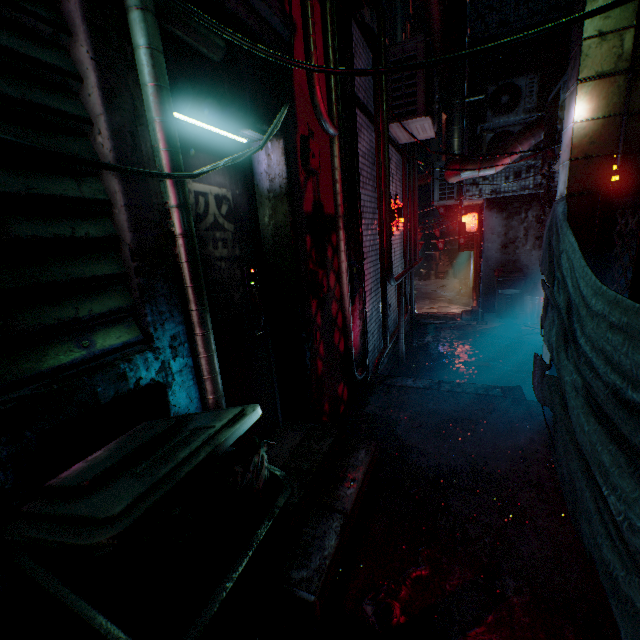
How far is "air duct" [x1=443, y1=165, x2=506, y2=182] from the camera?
5.1 meters

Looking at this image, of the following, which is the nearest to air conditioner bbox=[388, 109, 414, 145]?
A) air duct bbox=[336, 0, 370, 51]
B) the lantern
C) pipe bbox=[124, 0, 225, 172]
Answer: air duct bbox=[336, 0, 370, 51]

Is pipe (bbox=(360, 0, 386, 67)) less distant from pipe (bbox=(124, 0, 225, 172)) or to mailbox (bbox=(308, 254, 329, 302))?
mailbox (bbox=(308, 254, 329, 302))

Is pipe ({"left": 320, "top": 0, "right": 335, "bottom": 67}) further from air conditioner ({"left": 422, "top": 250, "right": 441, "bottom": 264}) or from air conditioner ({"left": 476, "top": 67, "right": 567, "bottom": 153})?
air conditioner ({"left": 422, "top": 250, "right": 441, "bottom": 264})

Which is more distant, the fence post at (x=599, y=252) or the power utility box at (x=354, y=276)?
the power utility box at (x=354, y=276)

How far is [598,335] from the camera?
0.98m

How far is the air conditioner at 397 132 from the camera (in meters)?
4.26
